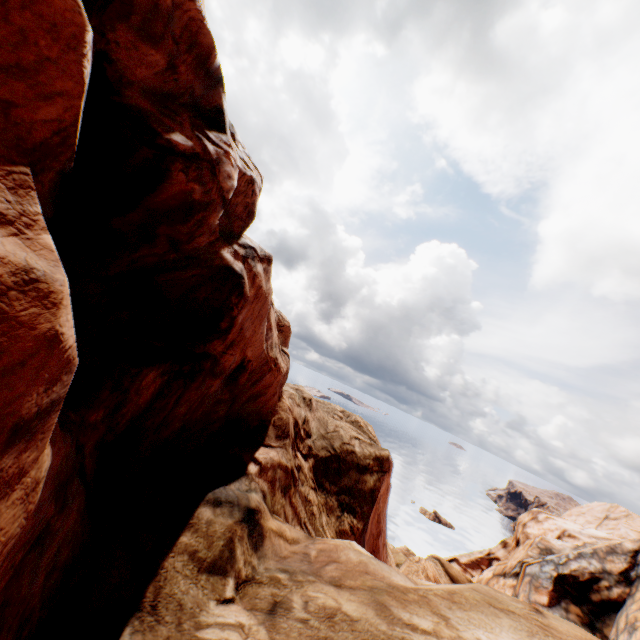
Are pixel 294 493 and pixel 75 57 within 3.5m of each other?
no
